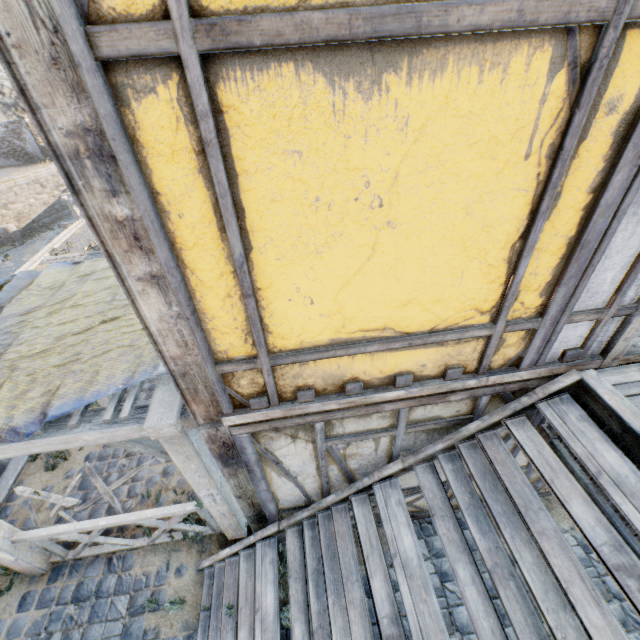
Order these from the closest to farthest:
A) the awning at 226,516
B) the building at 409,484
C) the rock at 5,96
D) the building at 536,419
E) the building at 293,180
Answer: the building at 293,180 → the awning at 226,516 → the building at 536,419 → the building at 409,484 → the rock at 5,96

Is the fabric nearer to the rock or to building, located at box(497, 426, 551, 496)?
building, located at box(497, 426, 551, 496)

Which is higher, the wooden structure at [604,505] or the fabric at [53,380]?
the fabric at [53,380]

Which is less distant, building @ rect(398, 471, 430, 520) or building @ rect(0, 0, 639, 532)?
building @ rect(0, 0, 639, 532)

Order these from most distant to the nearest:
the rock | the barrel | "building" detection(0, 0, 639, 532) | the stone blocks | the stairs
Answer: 1. the rock
2. the barrel
3. the stone blocks
4. the stairs
5. "building" detection(0, 0, 639, 532)

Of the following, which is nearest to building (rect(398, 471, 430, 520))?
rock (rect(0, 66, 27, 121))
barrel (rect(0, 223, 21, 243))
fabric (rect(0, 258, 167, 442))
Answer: fabric (rect(0, 258, 167, 442))

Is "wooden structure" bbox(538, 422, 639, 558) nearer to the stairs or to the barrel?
the stairs

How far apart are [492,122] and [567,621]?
3.08m
